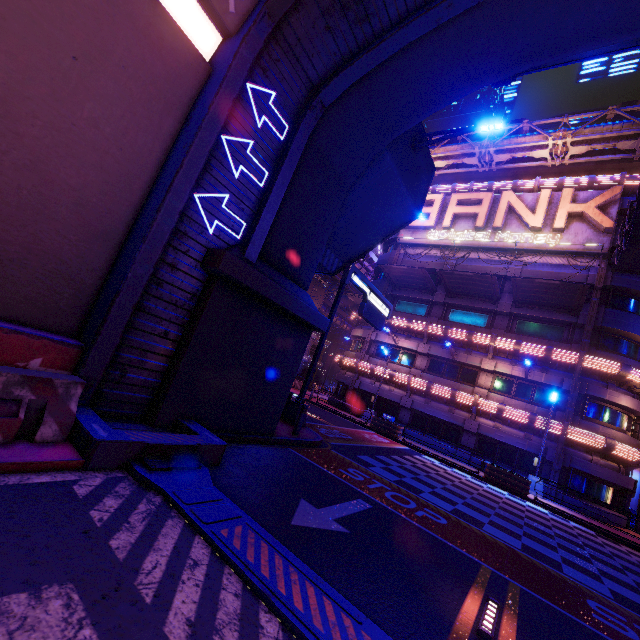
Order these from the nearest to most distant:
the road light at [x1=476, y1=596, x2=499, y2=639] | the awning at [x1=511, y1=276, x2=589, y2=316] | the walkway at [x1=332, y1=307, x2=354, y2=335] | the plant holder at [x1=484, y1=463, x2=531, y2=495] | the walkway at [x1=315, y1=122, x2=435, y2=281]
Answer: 1. the road light at [x1=476, y1=596, x2=499, y2=639]
2. the walkway at [x1=315, y1=122, x2=435, y2=281]
3. the plant holder at [x1=484, y1=463, x2=531, y2=495]
4. the awning at [x1=511, y1=276, x2=589, y2=316]
5. the walkway at [x1=332, y1=307, x2=354, y2=335]

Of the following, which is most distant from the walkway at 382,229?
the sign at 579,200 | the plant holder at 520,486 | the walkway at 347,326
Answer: the plant holder at 520,486

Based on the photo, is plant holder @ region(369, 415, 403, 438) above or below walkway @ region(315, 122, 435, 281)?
below

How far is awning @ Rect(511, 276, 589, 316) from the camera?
19.89m

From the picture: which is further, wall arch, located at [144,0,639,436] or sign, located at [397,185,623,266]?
sign, located at [397,185,623,266]

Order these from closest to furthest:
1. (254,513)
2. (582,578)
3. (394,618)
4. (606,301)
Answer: (394,618) < (254,513) < (582,578) < (606,301)

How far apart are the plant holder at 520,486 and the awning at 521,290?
11.50m

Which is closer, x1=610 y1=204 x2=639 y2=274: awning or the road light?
the road light
